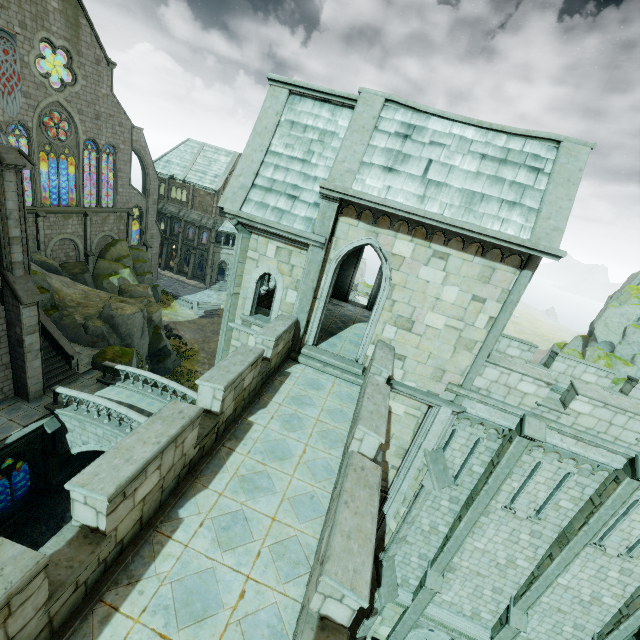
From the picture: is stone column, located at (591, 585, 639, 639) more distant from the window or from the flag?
the window

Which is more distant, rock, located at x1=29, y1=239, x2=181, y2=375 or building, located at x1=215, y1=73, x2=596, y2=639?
rock, located at x1=29, y1=239, x2=181, y2=375

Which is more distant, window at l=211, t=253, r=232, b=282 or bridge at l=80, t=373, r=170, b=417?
window at l=211, t=253, r=232, b=282

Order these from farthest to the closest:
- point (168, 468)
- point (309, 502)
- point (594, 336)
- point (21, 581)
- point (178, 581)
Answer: point (594, 336), point (309, 502), point (168, 468), point (178, 581), point (21, 581)

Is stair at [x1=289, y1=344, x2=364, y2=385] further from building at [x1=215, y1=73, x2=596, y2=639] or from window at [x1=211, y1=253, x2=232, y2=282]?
window at [x1=211, y1=253, x2=232, y2=282]

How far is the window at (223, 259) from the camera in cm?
5159

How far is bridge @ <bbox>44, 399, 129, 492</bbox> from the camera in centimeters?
1684cm

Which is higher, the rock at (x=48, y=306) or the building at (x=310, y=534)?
the building at (x=310, y=534)
